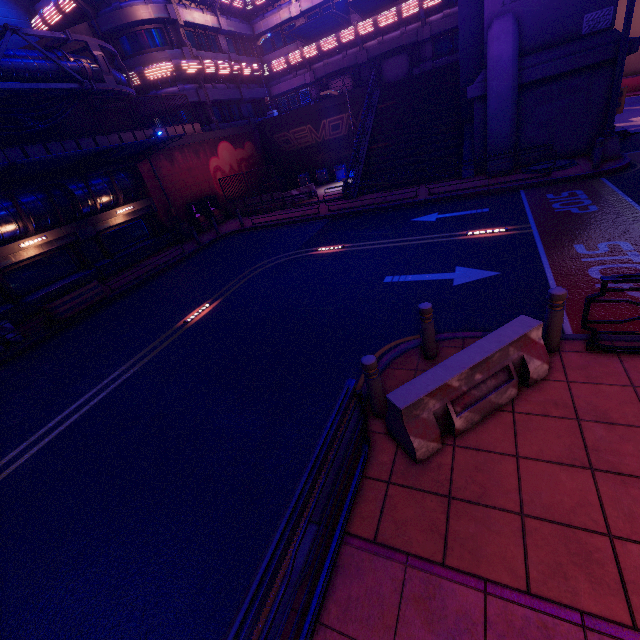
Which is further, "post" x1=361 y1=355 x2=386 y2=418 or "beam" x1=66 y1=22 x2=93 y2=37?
"beam" x1=66 y1=22 x2=93 y2=37

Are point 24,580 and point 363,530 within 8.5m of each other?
yes

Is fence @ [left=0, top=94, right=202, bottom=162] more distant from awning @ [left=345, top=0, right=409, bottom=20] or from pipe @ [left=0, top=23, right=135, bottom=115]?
awning @ [left=345, top=0, right=409, bottom=20]

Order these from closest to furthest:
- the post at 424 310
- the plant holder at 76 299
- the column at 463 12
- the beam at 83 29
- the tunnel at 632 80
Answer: the post at 424 310 < the plant holder at 76 299 < the column at 463 12 < the tunnel at 632 80 < the beam at 83 29

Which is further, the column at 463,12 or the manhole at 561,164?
the column at 463,12

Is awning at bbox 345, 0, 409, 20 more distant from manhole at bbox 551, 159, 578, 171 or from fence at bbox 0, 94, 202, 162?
manhole at bbox 551, 159, 578, 171

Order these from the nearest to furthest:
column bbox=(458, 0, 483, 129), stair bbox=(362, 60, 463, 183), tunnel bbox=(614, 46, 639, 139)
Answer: column bbox=(458, 0, 483, 129) → tunnel bbox=(614, 46, 639, 139) → stair bbox=(362, 60, 463, 183)

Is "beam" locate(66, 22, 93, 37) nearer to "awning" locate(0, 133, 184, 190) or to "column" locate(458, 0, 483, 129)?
"awning" locate(0, 133, 184, 190)
